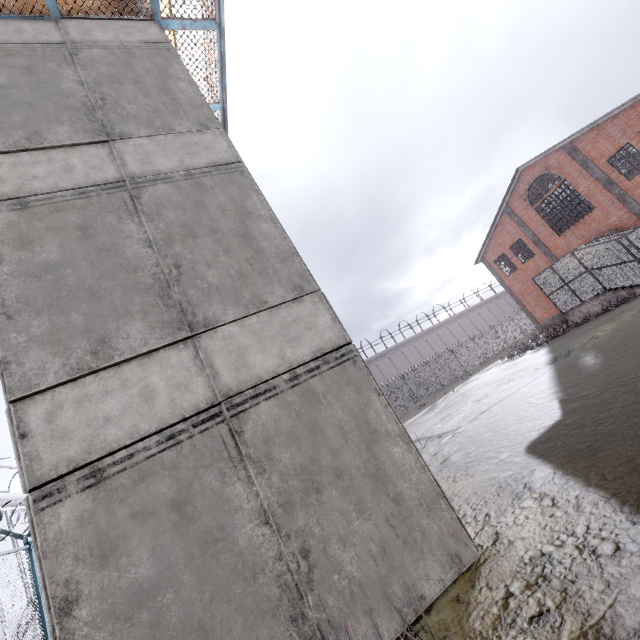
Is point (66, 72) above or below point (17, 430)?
above

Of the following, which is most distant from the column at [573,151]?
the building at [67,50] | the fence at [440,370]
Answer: the building at [67,50]

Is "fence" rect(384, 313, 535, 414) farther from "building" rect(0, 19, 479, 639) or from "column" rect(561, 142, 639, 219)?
"column" rect(561, 142, 639, 219)

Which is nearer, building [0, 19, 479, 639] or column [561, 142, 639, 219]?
building [0, 19, 479, 639]

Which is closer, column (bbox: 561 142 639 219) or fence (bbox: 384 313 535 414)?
column (bbox: 561 142 639 219)

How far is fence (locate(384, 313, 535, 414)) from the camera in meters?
35.4

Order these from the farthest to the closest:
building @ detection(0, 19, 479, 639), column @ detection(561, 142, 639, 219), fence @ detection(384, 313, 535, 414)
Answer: fence @ detection(384, 313, 535, 414), column @ detection(561, 142, 639, 219), building @ detection(0, 19, 479, 639)

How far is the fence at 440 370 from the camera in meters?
35.4
